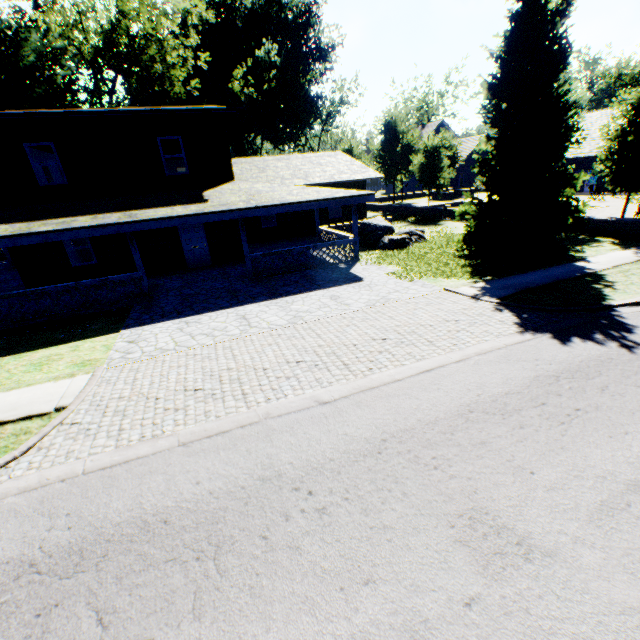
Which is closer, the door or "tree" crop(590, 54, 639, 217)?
"tree" crop(590, 54, 639, 217)

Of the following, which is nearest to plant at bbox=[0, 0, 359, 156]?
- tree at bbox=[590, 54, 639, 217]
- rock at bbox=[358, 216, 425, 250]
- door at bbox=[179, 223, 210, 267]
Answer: rock at bbox=[358, 216, 425, 250]

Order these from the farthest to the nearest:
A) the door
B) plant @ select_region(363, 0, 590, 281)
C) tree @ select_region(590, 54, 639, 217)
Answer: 1. the door
2. tree @ select_region(590, 54, 639, 217)
3. plant @ select_region(363, 0, 590, 281)

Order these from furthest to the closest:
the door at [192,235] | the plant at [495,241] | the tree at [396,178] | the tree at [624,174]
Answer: the tree at [396,178]
the door at [192,235]
the tree at [624,174]
the plant at [495,241]

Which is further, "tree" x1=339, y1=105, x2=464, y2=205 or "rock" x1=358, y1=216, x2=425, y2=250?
"tree" x1=339, y1=105, x2=464, y2=205

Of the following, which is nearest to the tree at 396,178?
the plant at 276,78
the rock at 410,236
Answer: the plant at 276,78

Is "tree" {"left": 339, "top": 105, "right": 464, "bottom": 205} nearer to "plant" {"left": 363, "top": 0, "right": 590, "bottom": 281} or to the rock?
"plant" {"left": 363, "top": 0, "right": 590, "bottom": 281}

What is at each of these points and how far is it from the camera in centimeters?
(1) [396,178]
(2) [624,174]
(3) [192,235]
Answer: (1) tree, 3266cm
(2) tree, 1460cm
(3) door, 1633cm
